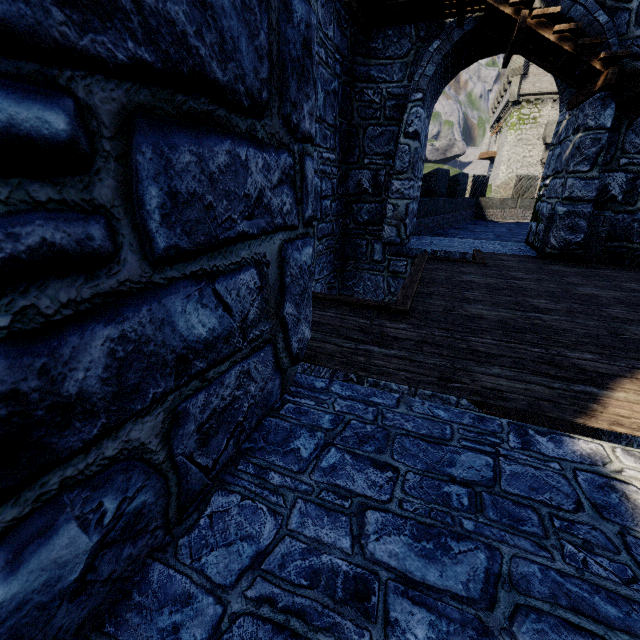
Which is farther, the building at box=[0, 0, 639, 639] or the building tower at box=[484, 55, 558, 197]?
the building tower at box=[484, 55, 558, 197]

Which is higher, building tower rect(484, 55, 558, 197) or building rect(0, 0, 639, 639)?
building tower rect(484, 55, 558, 197)

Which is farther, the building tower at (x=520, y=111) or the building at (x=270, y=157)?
the building tower at (x=520, y=111)

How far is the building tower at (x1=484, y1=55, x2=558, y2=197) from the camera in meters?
31.2 m

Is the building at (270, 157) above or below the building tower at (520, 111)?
below

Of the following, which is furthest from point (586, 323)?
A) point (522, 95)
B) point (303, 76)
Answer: point (522, 95)
